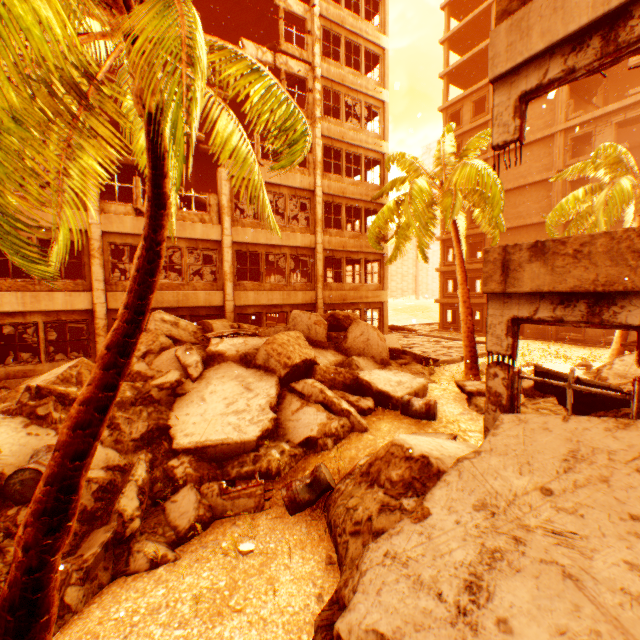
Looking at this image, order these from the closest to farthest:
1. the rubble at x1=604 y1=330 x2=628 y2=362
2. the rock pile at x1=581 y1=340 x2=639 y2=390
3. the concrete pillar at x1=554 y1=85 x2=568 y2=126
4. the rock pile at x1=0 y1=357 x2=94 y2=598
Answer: the rock pile at x1=0 y1=357 x2=94 y2=598 → the rock pile at x1=581 y1=340 x2=639 y2=390 → the rubble at x1=604 y1=330 x2=628 y2=362 → the concrete pillar at x1=554 y1=85 x2=568 y2=126

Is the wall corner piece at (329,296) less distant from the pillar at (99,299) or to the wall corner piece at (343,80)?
the pillar at (99,299)

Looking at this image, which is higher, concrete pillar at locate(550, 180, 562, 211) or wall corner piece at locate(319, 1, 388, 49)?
wall corner piece at locate(319, 1, 388, 49)

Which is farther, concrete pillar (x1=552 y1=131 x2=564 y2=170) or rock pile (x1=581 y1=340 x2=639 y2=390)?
concrete pillar (x1=552 y1=131 x2=564 y2=170)

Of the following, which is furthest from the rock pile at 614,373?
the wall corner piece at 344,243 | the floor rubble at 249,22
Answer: the floor rubble at 249,22

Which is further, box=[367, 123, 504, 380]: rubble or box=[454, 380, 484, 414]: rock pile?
box=[367, 123, 504, 380]: rubble

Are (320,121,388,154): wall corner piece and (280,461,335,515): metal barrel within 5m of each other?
no

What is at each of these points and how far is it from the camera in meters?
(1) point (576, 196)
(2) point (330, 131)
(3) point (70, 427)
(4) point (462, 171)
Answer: (1) rubble, 16.0 m
(2) wall corner piece, 17.4 m
(3) rubble, 2.7 m
(4) rubble, 12.8 m
